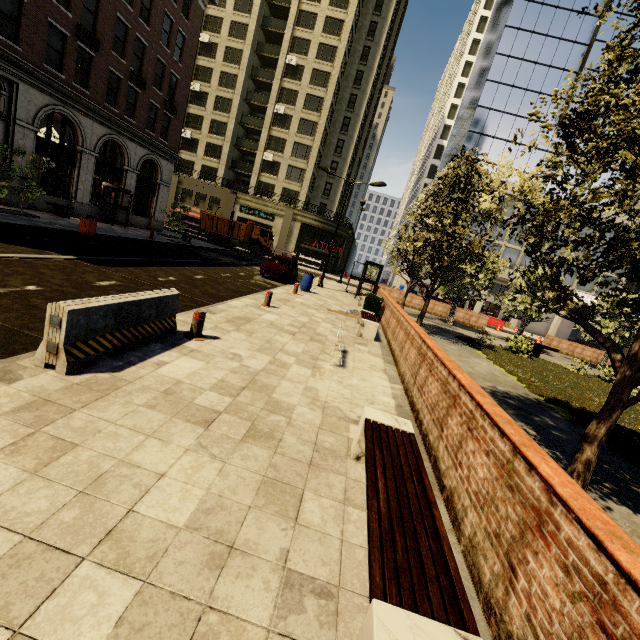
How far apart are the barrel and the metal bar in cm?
1184

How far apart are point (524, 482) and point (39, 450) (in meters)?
3.97

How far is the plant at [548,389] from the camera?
9.52m

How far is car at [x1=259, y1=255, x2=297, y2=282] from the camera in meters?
18.9

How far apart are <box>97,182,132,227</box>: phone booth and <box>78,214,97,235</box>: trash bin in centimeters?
804cm

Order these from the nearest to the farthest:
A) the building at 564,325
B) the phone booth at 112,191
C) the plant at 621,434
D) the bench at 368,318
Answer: the plant at 621,434 < the bench at 368,318 < the phone booth at 112,191 < the building at 564,325

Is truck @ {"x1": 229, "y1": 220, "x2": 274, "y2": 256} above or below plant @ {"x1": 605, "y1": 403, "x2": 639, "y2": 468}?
above

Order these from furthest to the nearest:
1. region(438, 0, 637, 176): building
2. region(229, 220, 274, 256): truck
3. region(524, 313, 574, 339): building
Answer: region(524, 313, 574, 339): building, region(438, 0, 637, 176): building, region(229, 220, 274, 256): truck
